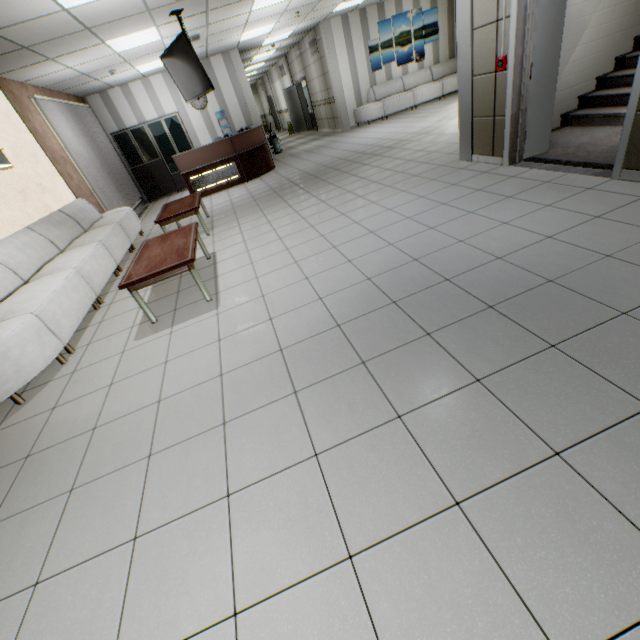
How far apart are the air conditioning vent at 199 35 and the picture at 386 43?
6.3 meters

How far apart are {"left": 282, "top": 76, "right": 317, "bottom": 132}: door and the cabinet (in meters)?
6.53

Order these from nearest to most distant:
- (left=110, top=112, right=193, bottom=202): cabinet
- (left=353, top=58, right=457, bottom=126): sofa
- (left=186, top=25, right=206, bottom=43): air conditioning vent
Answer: (left=186, top=25, right=206, bottom=43): air conditioning vent → (left=110, top=112, right=193, bottom=202): cabinet → (left=353, top=58, right=457, bottom=126): sofa

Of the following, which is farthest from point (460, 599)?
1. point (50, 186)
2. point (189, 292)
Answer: point (50, 186)

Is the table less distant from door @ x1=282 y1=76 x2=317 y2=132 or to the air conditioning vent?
the air conditioning vent

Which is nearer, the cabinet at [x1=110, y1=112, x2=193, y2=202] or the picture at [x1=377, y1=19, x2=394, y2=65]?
the cabinet at [x1=110, y1=112, x2=193, y2=202]

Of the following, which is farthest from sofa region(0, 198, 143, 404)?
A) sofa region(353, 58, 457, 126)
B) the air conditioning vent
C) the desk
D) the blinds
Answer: sofa region(353, 58, 457, 126)

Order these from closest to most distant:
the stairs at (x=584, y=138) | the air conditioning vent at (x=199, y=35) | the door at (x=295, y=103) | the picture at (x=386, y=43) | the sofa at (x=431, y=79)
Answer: the stairs at (x=584, y=138) < the air conditioning vent at (x=199, y=35) < the picture at (x=386, y=43) < the sofa at (x=431, y=79) < the door at (x=295, y=103)
